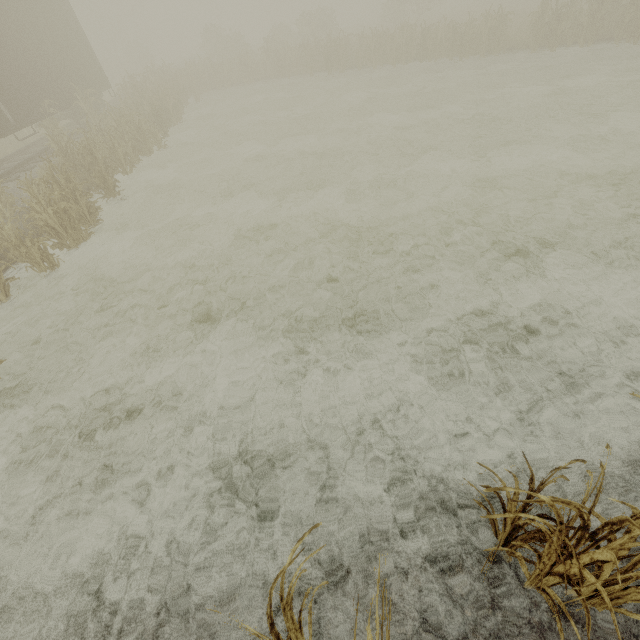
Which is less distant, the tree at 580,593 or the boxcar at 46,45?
the tree at 580,593

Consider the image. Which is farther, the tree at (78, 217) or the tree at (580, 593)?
the tree at (78, 217)

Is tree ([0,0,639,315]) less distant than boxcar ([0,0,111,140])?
Yes

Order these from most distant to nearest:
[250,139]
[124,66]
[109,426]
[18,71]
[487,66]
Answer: [124,66]
[487,66]
[250,139]
[18,71]
[109,426]

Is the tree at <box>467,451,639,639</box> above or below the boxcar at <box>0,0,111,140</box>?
below

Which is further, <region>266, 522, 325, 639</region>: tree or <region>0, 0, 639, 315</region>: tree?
<region>0, 0, 639, 315</region>: tree
